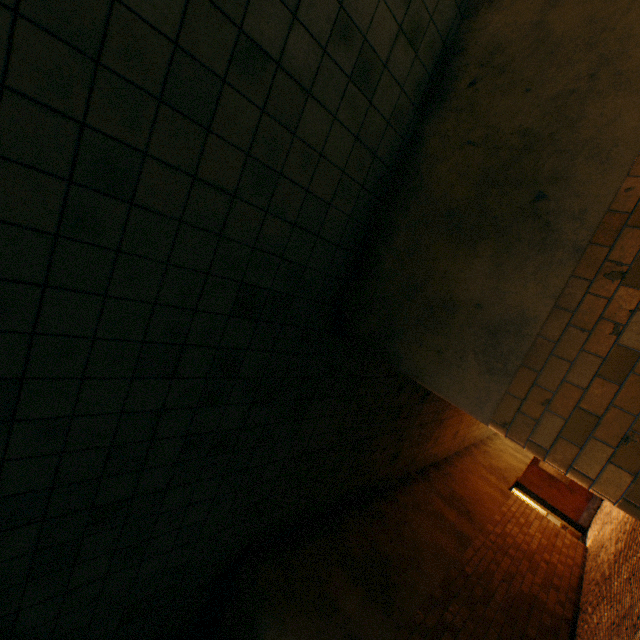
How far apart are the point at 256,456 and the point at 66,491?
2.0m

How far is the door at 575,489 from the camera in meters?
10.4 m

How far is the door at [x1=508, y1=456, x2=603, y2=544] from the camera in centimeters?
1040cm
